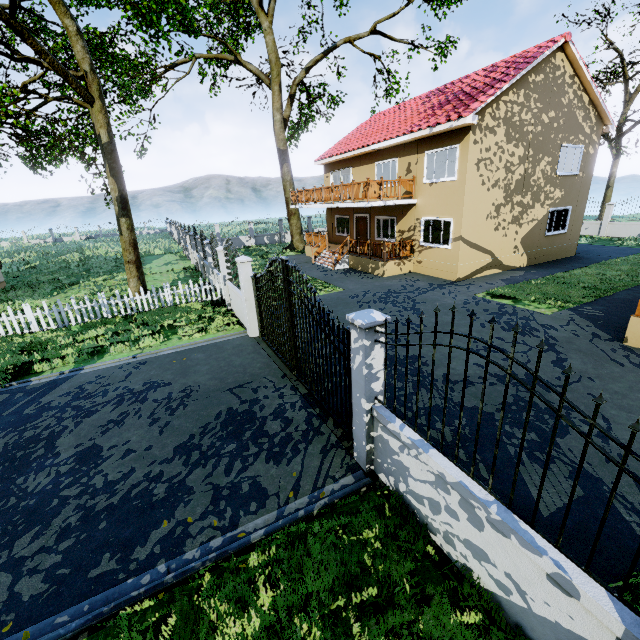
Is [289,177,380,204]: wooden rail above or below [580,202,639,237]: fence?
above

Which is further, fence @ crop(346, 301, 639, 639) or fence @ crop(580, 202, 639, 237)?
fence @ crop(580, 202, 639, 237)

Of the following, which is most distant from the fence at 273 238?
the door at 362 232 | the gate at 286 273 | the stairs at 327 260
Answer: the door at 362 232

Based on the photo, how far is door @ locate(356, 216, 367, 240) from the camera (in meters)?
20.84

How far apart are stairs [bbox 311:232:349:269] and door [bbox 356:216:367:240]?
2.04m

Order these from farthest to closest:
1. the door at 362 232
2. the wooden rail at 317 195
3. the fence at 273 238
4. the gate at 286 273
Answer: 1. the door at 362 232
2. the wooden rail at 317 195
3. the fence at 273 238
4. the gate at 286 273

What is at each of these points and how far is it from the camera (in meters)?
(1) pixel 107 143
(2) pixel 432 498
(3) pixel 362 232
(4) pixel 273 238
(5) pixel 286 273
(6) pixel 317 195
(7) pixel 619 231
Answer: (1) tree, 12.71
(2) fence, 3.80
(3) door, 21.45
(4) fence, 32.91
(5) gate, 6.89
(6) wooden rail, 19.75
(7) fence, 24.05

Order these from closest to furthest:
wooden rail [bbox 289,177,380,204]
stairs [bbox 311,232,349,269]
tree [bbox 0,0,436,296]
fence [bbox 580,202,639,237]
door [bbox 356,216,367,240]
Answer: tree [bbox 0,0,436,296], wooden rail [bbox 289,177,380,204], stairs [bbox 311,232,349,269], door [bbox 356,216,367,240], fence [bbox 580,202,639,237]
